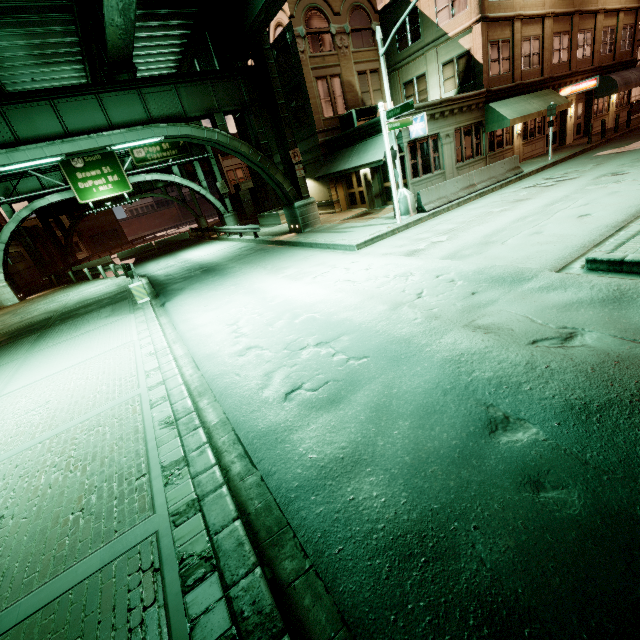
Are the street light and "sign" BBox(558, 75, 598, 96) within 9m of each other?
no

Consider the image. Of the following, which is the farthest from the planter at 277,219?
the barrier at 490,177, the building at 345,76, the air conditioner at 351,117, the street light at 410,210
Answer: the barrier at 490,177

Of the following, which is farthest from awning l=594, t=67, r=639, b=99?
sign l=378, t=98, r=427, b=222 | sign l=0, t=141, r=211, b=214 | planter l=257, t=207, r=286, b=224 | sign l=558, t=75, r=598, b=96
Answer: sign l=0, t=141, r=211, b=214

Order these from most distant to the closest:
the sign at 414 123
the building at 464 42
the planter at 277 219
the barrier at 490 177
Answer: the planter at 277 219 → the building at 464 42 → the barrier at 490 177 → the sign at 414 123

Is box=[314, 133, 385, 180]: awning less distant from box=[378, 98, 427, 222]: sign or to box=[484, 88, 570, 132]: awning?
box=[378, 98, 427, 222]: sign

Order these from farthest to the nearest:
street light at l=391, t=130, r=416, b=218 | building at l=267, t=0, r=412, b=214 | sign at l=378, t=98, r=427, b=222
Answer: building at l=267, t=0, r=412, b=214, street light at l=391, t=130, r=416, b=218, sign at l=378, t=98, r=427, b=222

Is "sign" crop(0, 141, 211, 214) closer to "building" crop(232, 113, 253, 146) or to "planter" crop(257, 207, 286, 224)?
"building" crop(232, 113, 253, 146)

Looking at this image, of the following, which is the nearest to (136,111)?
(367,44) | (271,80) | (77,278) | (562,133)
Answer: (271,80)
